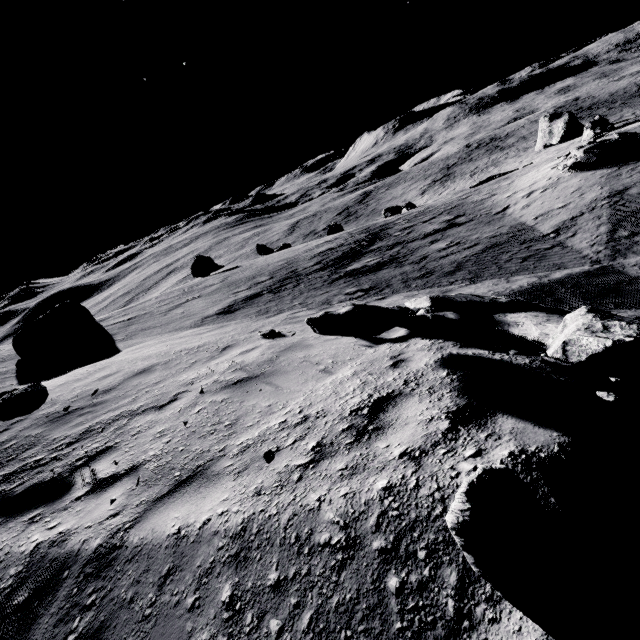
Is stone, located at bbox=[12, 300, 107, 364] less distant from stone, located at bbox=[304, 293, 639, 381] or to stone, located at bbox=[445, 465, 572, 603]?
stone, located at bbox=[304, 293, 639, 381]

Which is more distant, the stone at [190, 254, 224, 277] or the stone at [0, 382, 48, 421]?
the stone at [190, 254, 224, 277]

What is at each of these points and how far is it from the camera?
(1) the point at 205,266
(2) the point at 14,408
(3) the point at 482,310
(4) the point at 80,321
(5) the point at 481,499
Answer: (1) stone, 31.9m
(2) stone, 5.5m
(3) stone, 5.1m
(4) stone, 15.2m
(5) stone, 1.6m

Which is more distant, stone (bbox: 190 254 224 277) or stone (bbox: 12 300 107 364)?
stone (bbox: 190 254 224 277)

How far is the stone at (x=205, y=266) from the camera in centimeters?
3189cm

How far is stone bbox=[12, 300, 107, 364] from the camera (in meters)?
14.09

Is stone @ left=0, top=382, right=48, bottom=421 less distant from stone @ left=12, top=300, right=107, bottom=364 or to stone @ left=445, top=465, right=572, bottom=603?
stone @ left=445, top=465, right=572, bottom=603

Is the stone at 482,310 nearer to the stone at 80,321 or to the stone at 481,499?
the stone at 481,499
